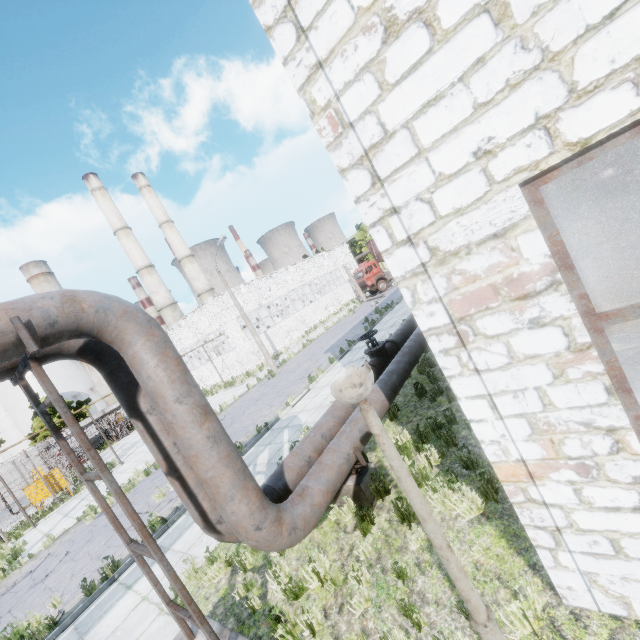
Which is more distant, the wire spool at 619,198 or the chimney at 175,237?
the chimney at 175,237

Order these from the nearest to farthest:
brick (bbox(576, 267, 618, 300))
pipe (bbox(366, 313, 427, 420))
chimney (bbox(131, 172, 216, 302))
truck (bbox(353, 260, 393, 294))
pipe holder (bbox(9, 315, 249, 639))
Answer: pipe holder (bbox(9, 315, 249, 639)) → pipe (bbox(366, 313, 427, 420)) → brick (bbox(576, 267, 618, 300)) → truck (bbox(353, 260, 393, 294)) → chimney (bbox(131, 172, 216, 302))

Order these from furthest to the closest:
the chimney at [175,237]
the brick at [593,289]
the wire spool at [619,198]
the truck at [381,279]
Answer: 1. the chimney at [175,237]
2. the truck at [381,279]
3. the wire spool at [619,198]
4. the brick at [593,289]

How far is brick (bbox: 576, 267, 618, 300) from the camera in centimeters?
788cm

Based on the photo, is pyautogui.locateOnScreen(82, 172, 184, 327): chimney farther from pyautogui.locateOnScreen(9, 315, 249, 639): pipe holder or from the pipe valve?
pyautogui.locateOnScreen(9, 315, 249, 639): pipe holder

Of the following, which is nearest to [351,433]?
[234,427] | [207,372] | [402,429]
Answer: [402,429]

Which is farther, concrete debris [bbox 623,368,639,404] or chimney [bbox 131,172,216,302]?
chimney [bbox 131,172,216,302]

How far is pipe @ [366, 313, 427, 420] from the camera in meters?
7.1 m
